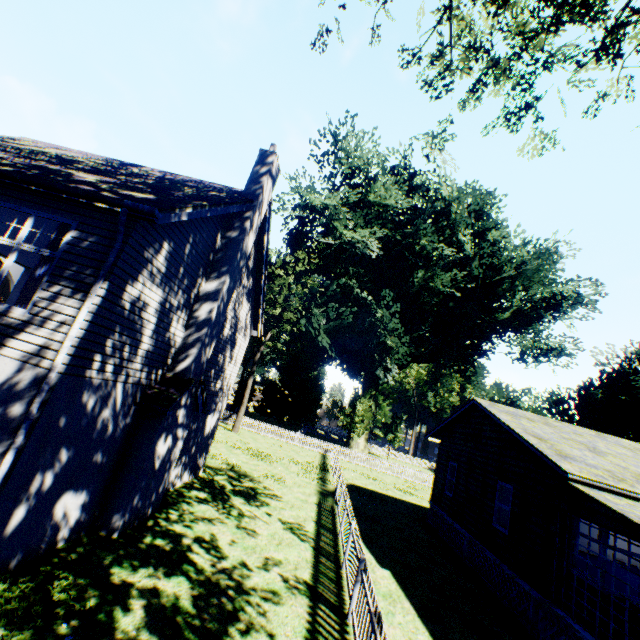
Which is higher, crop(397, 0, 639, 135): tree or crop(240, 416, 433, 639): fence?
crop(397, 0, 639, 135): tree

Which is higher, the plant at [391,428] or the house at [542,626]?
the plant at [391,428]

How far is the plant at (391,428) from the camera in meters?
48.9

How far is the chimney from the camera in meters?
8.0 m

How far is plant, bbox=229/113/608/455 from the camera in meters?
32.1

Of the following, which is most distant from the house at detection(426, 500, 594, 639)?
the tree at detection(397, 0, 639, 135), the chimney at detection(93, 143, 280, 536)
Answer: the chimney at detection(93, 143, 280, 536)

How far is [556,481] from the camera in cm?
886
